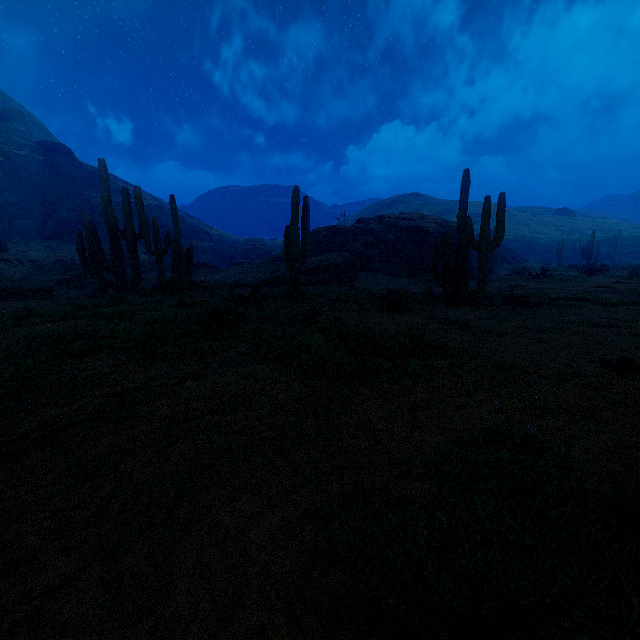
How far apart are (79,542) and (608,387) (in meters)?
4.58

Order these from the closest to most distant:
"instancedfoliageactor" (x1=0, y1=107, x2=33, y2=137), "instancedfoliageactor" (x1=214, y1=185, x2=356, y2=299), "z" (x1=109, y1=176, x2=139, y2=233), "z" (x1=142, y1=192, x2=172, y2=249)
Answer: "instancedfoliageactor" (x1=214, y1=185, x2=356, y2=299), "z" (x1=109, y1=176, x2=139, y2=233), "z" (x1=142, y1=192, x2=172, y2=249), "instancedfoliageactor" (x1=0, y1=107, x2=33, y2=137)

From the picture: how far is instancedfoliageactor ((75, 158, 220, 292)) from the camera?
12.8m

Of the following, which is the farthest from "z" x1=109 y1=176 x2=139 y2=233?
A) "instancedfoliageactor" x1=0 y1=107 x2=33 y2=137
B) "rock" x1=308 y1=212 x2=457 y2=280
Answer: "rock" x1=308 y1=212 x2=457 y2=280

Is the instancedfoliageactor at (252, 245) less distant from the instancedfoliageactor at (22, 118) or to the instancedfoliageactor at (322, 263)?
the instancedfoliageactor at (322, 263)

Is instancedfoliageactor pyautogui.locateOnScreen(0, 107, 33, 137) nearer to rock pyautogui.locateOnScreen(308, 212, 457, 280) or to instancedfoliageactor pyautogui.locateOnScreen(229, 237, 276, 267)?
instancedfoliageactor pyautogui.locateOnScreen(229, 237, 276, 267)

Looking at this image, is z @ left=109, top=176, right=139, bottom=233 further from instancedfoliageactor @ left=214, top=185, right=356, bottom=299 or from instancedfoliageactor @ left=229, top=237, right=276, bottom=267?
instancedfoliageactor @ left=214, top=185, right=356, bottom=299

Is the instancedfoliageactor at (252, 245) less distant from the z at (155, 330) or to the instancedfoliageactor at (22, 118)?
the z at (155, 330)
